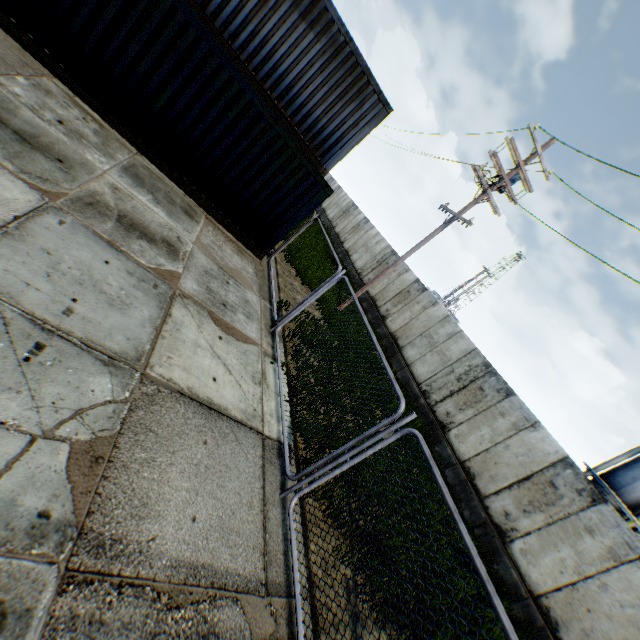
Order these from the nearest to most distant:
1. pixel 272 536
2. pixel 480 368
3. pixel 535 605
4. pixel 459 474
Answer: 1. pixel 272 536
2. pixel 535 605
3. pixel 459 474
4. pixel 480 368

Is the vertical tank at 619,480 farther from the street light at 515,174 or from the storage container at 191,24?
the storage container at 191,24

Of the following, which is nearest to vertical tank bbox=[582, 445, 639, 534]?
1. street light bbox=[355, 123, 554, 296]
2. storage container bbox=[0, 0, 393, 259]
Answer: street light bbox=[355, 123, 554, 296]

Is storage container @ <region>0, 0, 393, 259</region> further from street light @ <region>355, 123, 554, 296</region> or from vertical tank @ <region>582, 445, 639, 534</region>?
vertical tank @ <region>582, 445, 639, 534</region>

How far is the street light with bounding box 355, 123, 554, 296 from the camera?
11.05m

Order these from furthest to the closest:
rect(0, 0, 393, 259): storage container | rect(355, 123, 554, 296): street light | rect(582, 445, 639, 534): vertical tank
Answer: rect(582, 445, 639, 534): vertical tank, rect(355, 123, 554, 296): street light, rect(0, 0, 393, 259): storage container

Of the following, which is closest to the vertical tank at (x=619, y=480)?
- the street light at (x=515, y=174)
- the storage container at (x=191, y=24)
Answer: the street light at (x=515, y=174)
